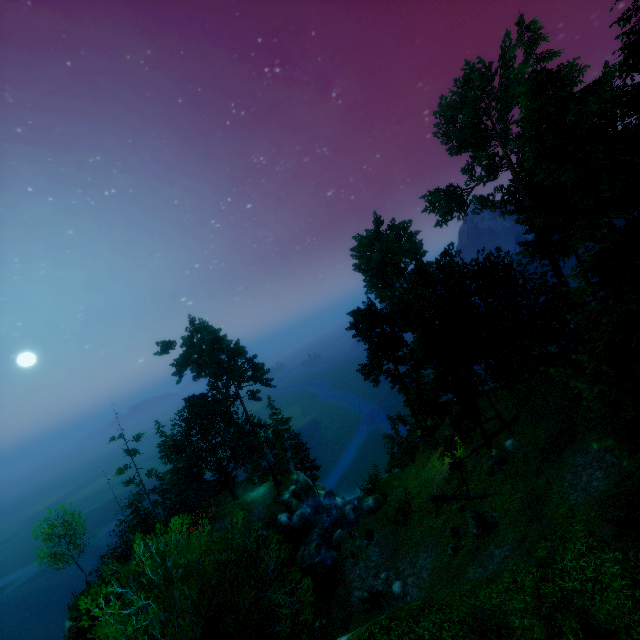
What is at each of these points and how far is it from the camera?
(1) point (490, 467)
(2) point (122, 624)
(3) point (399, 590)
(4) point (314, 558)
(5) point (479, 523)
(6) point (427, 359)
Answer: (1) rock, 22.69m
(2) tree, 9.06m
(3) rock, 20.52m
(4) rock, 28.77m
(5) rock, 18.30m
(6) tree, 24.20m

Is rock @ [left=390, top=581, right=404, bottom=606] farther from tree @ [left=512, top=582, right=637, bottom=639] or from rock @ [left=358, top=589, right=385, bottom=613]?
tree @ [left=512, top=582, right=637, bottom=639]

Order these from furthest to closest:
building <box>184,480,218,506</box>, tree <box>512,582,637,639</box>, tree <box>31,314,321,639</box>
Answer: building <box>184,480,218,506</box>, tree <box>31,314,321,639</box>, tree <box>512,582,637,639</box>

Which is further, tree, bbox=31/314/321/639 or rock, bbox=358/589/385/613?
rock, bbox=358/589/385/613

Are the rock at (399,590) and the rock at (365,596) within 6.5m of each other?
yes

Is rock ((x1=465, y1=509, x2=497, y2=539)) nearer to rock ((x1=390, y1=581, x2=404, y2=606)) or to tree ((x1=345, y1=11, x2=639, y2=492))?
tree ((x1=345, y1=11, x2=639, y2=492))

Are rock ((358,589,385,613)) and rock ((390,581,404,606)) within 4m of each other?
yes

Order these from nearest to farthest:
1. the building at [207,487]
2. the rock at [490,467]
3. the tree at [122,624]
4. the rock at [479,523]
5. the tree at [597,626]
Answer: the tree at [597,626], the tree at [122,624], the rock at [479,523], the rock at [490,467], the building at [207,487]
